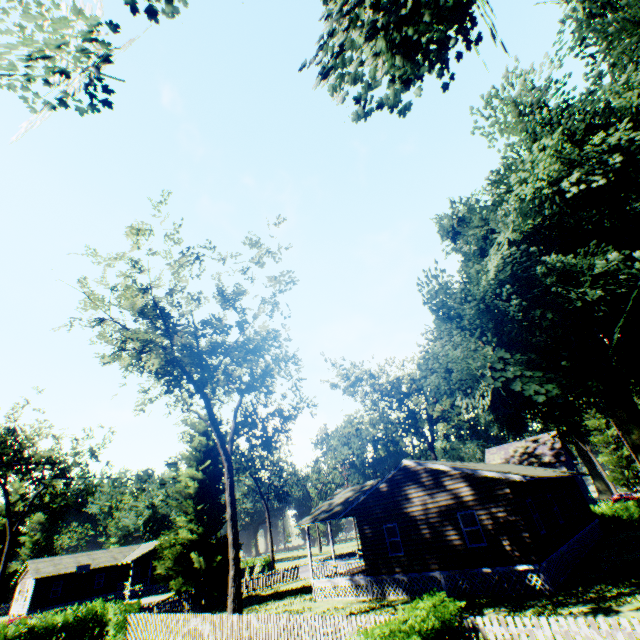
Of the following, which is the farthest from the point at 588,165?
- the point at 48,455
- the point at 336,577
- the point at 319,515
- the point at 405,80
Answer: the point at 48,455

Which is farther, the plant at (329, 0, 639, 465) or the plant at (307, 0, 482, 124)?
the plant at (329, 0, 639, 465)

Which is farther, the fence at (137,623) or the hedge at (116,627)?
the hedge at (116,627)

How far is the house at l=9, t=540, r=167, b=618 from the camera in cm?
4197

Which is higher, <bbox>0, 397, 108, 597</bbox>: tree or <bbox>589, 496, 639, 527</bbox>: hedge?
<bbox>0, 397, 108, 597</bbox>: tree

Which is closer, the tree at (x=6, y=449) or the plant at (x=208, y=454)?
the plant at (x=208, y=454)

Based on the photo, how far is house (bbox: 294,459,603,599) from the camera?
15.79m

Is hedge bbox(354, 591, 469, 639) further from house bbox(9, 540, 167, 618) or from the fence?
house bbox(9, 540, 167, 618)
